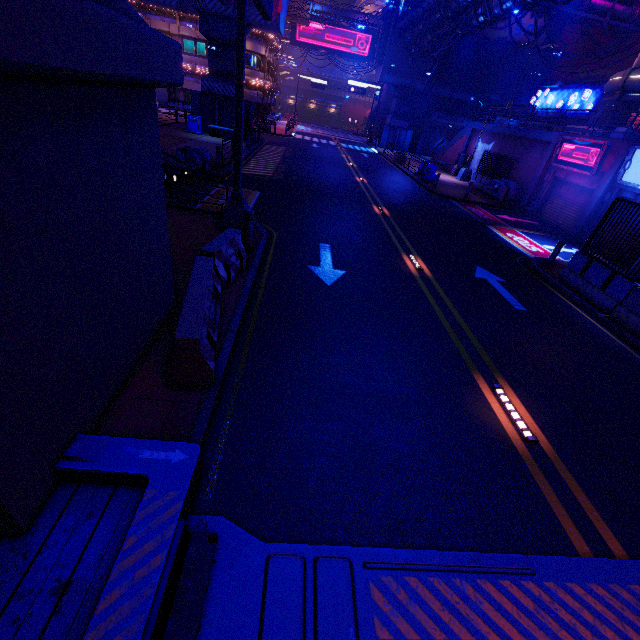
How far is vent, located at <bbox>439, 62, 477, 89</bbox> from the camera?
40.2 meters

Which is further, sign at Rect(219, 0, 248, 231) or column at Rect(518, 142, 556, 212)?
column at Rect(518, 142, 556, 212)

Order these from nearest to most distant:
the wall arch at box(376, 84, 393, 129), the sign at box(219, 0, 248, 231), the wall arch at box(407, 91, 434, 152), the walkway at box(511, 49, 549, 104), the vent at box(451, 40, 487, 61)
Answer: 1. the sign at box(219, 0, 248, 231)
2. the vent at box(451, 40, 487, 61)
3. the walkway at box(511, 49, 549, 104)
4. the wall arch at box(407, 91, 434, 152)
5. the wall arch at box(376, 84, 393, 129)

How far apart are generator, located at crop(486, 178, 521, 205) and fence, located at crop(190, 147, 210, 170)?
19.1m

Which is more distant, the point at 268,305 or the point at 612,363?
the point at 612,363

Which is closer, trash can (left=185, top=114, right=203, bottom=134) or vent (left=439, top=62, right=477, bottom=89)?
trash can (left=185, top=114, right=203, bottom=134)

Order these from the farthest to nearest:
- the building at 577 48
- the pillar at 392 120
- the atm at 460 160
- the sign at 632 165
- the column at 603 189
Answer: the pillar at 392 120, the building at 577 48, the atm at 460 160, the column at 603 189, the sign at 632 165

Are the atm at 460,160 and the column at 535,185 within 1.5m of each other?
no
